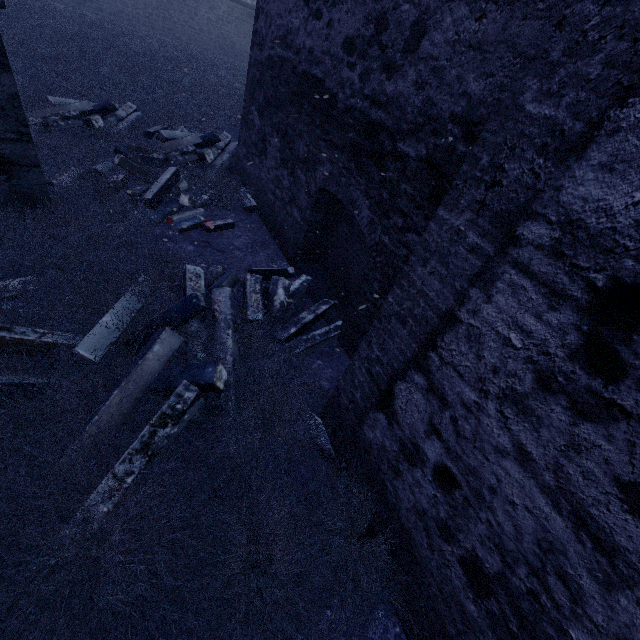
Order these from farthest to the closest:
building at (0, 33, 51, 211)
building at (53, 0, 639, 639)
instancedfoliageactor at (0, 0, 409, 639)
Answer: building at (0, 33, 51, 211), instancedfoliageactor at (0, 0, 409, 639), building at (53, 0, 639, 639)

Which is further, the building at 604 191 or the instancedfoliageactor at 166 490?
the instancedfoliageactor at 166 490

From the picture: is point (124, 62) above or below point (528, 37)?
below

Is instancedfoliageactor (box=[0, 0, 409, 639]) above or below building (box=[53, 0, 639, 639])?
below

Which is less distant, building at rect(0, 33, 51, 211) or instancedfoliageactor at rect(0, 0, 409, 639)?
instancedfoliageactor at rect(0, 0, 409, 639)

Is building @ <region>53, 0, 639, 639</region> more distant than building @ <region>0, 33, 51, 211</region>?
No

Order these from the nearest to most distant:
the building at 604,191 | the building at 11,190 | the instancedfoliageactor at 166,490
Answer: the building at 604,191 < the instancedfoliageactor at 166,490 < the building at 11,190
